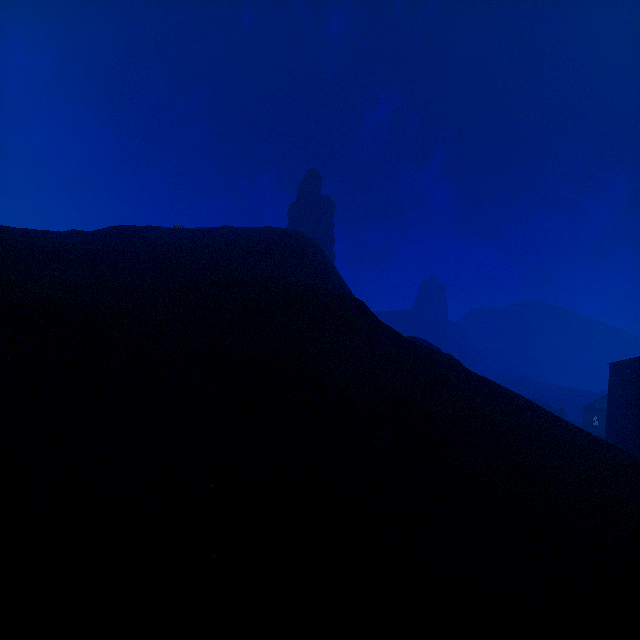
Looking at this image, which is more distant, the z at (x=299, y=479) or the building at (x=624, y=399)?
the building at (x=624, y=399)

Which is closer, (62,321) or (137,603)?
(137,603)

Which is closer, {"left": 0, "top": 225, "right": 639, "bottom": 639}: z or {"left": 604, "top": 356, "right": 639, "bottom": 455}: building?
{"left": 0, "top": 225, "right": 639, "bottom": 639}: z
